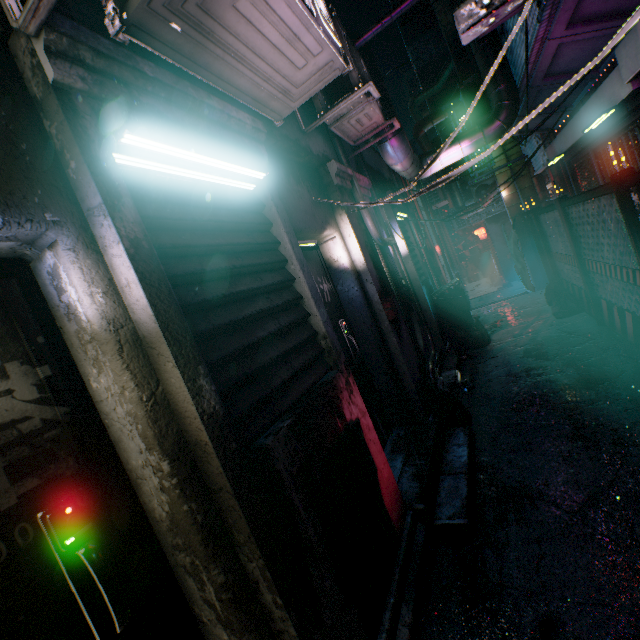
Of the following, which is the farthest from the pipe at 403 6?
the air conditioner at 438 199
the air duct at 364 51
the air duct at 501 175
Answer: the air conditioner at 438 199

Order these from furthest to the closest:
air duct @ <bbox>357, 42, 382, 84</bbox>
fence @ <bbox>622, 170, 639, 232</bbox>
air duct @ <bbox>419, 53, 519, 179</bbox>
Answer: air duct @ <bbox>419, 53, 519, 179</bbox> < air duct @ <bbox>357, 42, 382, 84</bbox> < fence @ <bbox>622, 170, 639, 232</bbox>

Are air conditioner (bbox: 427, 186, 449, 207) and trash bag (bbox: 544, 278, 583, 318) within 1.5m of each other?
no

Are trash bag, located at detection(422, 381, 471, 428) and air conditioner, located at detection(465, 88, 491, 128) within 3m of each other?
no

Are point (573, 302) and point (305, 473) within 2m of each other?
no

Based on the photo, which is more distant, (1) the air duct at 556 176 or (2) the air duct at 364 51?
(1) the air duct at 556 176

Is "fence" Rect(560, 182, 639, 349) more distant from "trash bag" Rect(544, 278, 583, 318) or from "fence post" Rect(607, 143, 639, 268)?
"trash bag" Rect(544, 278, 583, 318)

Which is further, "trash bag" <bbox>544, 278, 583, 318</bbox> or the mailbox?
"trash bag" <bbox>544, 278, 583, 318</bbox>
